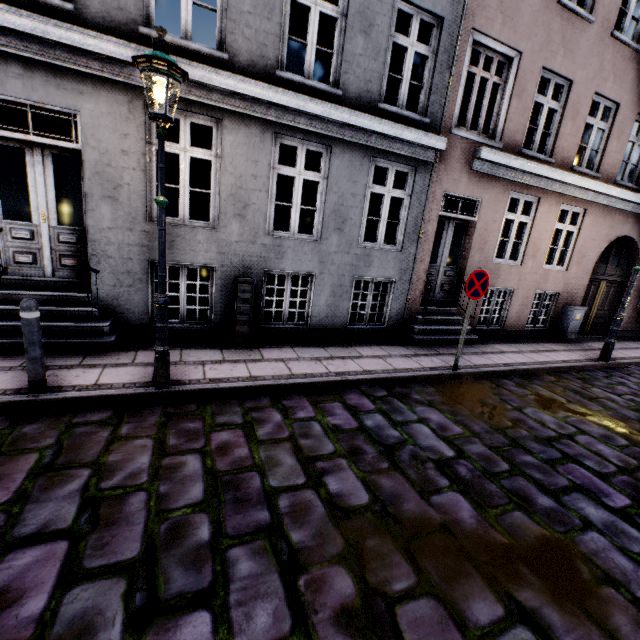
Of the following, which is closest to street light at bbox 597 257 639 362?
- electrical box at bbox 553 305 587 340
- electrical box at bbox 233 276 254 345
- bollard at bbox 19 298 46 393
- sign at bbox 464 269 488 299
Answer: electrical box at bbox 553 305 587 340

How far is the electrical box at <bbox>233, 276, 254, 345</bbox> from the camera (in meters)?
5.74

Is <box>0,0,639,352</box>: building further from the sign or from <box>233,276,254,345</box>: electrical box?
the sign

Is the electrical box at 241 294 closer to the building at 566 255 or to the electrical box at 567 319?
the building at 566 255

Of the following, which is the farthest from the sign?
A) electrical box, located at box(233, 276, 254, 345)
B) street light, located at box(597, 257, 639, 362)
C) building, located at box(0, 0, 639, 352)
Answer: street light, located at box(597, 257, 639, 362)

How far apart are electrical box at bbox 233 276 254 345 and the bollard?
2.71m

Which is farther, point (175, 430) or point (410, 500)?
point (175, 430)

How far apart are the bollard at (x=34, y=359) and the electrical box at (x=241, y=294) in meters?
2.7
